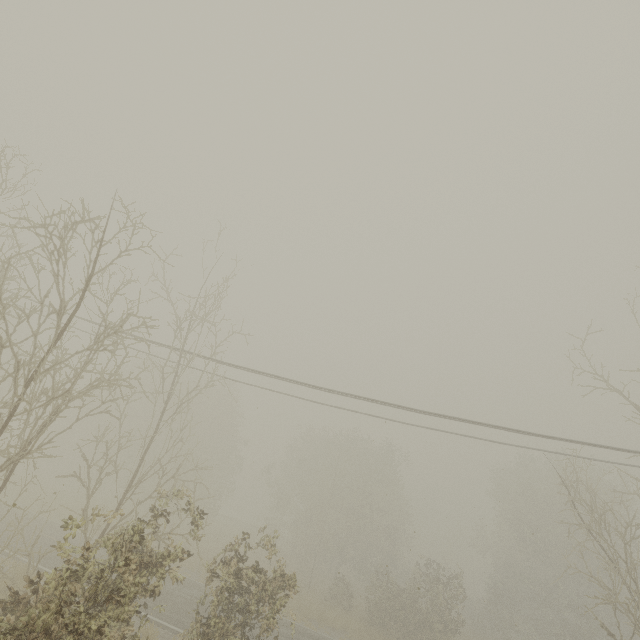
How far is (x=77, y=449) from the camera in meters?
39.7
